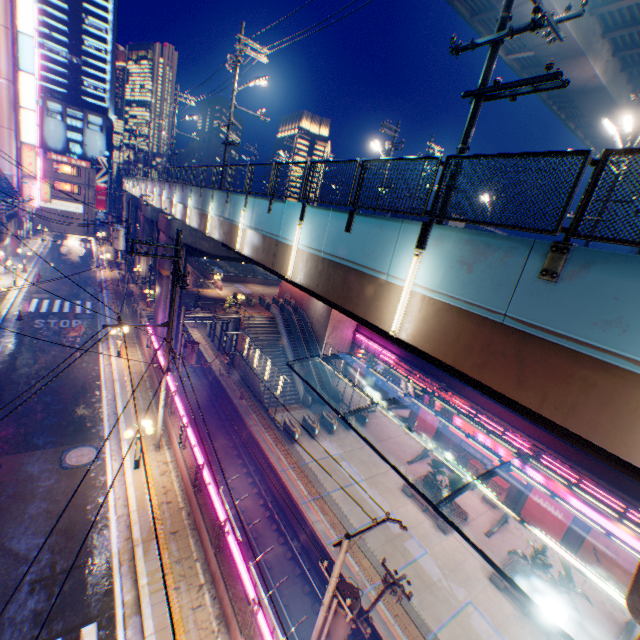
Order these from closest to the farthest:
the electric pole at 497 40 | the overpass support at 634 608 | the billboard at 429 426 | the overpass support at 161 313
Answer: the overpass support at 634 608 < the electric pole at 497 40 < the overpass support at 161 313 < the billboard at 429 426

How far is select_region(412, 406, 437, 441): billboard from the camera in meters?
29.9

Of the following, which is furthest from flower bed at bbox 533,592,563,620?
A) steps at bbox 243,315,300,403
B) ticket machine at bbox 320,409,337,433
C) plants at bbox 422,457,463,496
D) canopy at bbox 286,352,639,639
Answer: Result: steps at bbox 243,315,300,403

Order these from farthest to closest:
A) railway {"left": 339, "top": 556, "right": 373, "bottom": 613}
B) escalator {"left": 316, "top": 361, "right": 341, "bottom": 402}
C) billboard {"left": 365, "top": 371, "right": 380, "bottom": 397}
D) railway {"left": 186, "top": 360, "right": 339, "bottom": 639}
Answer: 1. billboard {"left": 365, "top": 371, "right": 380, "bottom": 397}
2. escalator {"left": 316, "top": 361, "right": 341, "bottom": 402}
3. railway {"left": 186, "top": 360, "right": 339, "bottom": 639}
4. railway {"left": 339, "top": 556, "right": 373, "bottom": 613}

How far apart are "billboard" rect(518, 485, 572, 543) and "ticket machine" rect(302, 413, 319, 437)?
16.1 meters

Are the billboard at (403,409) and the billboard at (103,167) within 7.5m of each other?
no

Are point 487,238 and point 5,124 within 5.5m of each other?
no

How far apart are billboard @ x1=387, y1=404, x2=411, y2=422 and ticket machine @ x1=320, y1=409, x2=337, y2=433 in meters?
7.9
